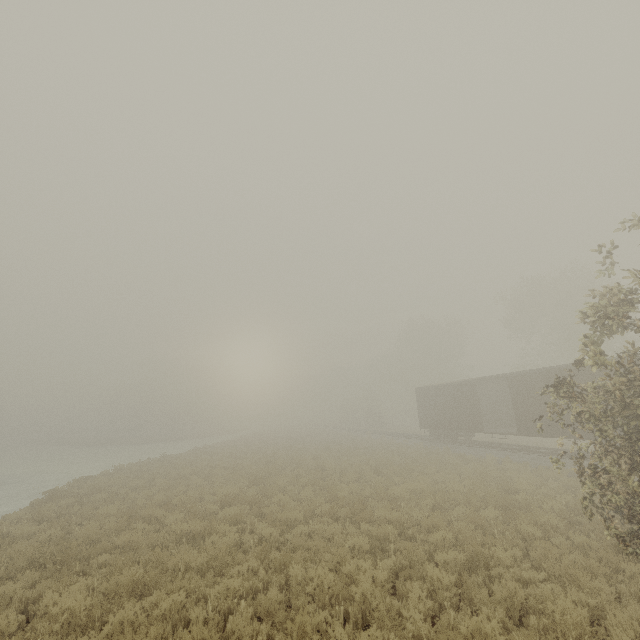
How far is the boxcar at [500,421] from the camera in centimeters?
1733cm

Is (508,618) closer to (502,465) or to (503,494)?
(503,494)

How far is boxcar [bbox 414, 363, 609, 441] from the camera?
17.3 meters
